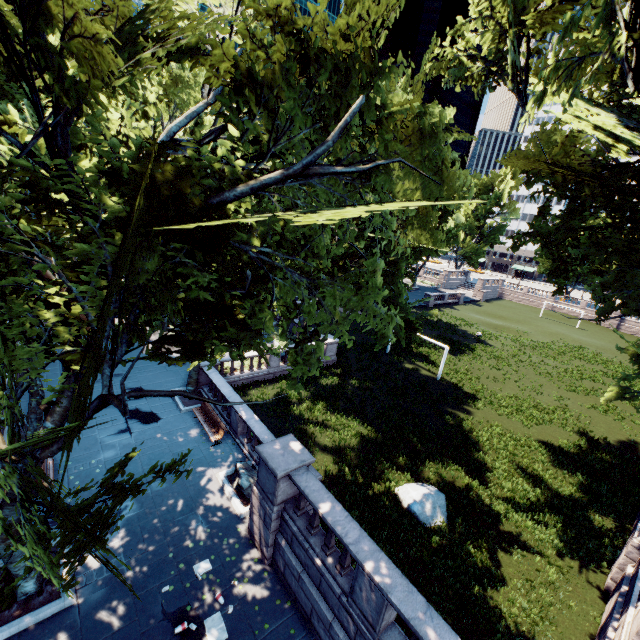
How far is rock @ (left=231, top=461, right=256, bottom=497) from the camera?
12.9m

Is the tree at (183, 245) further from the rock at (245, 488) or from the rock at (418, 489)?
the rock at (418, 489)

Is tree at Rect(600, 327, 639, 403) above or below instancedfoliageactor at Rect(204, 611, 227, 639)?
above

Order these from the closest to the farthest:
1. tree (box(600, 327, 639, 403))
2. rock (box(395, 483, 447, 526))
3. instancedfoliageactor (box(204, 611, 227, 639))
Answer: instancedfoliageactor (box(204, 611, 227, 639))
rock (box(395, 483, 447, 526))
tree (box(600, 327, 639, 403))

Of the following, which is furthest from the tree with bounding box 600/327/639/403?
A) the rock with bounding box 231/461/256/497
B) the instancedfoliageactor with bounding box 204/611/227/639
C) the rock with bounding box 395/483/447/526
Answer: the rock with bounding box 395/483/447/526

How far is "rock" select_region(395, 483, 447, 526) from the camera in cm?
1375

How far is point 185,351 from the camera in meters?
8.4

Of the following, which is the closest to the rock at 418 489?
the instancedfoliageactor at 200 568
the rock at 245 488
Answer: the rock at 245 488
